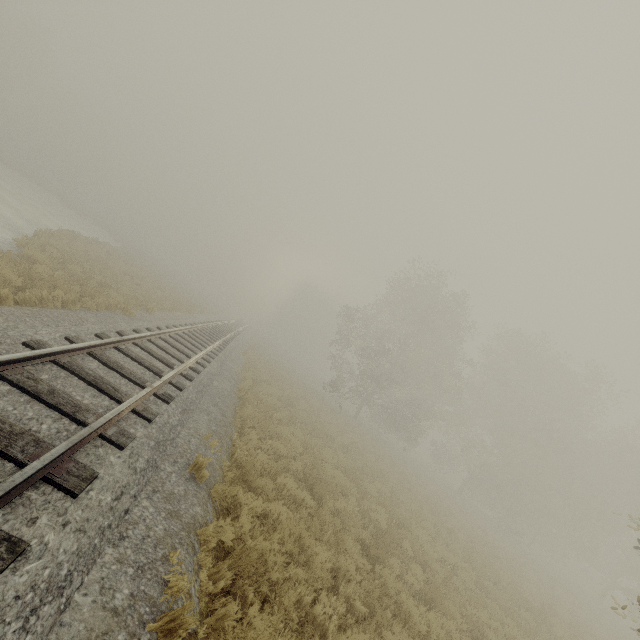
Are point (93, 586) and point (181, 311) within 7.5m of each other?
no
